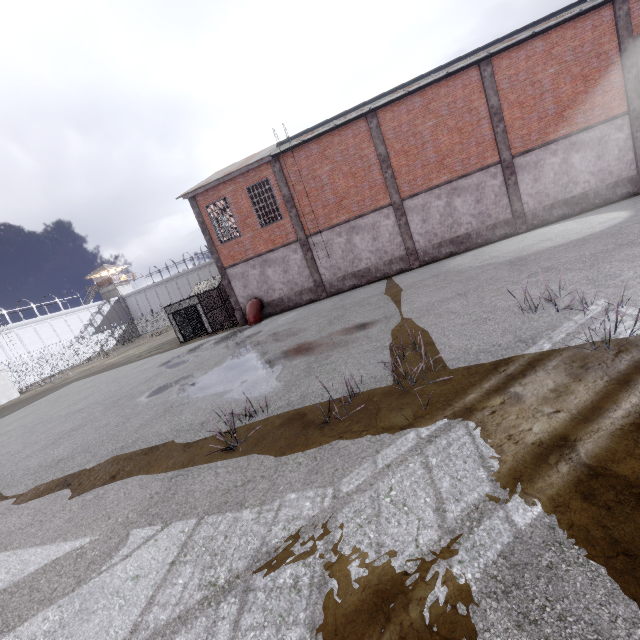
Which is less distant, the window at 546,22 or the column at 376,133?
the window at 546,22

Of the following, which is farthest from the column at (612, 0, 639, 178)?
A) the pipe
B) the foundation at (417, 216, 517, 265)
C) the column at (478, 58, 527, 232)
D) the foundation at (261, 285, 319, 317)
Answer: the pipe

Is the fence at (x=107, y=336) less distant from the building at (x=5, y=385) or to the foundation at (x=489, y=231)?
the building at (x=5, y=385)

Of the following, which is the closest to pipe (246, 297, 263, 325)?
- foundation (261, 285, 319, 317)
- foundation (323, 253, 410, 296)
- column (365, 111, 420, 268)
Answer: foundation (261, 285, 319, 317)

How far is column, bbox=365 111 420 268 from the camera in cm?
1777

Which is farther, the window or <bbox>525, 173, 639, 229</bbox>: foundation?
<bbox>525, 173, 639, 229</bbox>: foundation

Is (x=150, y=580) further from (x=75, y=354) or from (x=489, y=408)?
(x=75, y=354)

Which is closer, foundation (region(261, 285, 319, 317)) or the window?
the window
